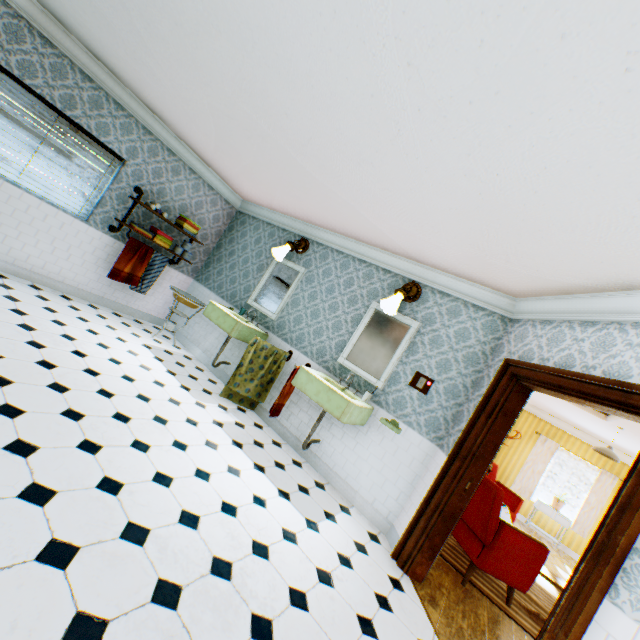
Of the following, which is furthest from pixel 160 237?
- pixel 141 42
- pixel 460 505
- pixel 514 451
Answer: pixel 514 451

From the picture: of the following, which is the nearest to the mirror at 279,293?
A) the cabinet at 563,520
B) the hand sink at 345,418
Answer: the hand sink at 345,418

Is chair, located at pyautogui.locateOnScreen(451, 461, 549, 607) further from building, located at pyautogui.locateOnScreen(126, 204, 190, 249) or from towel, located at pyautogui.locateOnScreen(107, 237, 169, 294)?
towel, located at pyautogui.locateOnScreen(107, 237, 169, 294)

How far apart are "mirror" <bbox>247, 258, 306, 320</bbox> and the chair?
3.5 meters

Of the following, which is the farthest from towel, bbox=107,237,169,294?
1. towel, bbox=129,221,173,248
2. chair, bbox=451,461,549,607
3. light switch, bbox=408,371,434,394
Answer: chair, bbox=451,461,549,607

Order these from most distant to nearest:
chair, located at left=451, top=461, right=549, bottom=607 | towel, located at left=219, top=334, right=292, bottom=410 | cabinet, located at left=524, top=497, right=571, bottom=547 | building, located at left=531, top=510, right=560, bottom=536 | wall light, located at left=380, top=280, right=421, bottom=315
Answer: building, located at left=531, top=510, right=560, bottom=536 < cabinet, located at left=524, top=497, right=571, bottom=547 < towel, located at left=219, top=334, right=292, bottom=410 < wall light, located at left=380, top=280, right=421, bottom=315 < chair, located at left=451, top=461, right=549, bottom=607

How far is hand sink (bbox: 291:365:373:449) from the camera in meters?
3.7 m

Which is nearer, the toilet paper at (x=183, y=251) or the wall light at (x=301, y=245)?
the wall light at (x=301, y=245)
